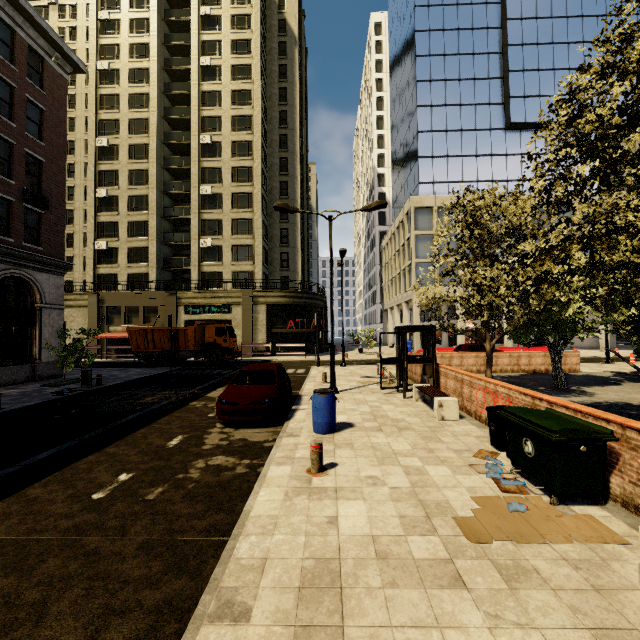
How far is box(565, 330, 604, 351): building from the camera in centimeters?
3376cm

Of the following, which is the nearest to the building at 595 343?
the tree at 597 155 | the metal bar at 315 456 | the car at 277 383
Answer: the tree at 597 155

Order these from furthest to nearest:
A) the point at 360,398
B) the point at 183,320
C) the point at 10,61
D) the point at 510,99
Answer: the point at 510,99 < the point at 183,320 < the point at 10,61 < the point at 360,398

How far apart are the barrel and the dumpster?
3.6 meters

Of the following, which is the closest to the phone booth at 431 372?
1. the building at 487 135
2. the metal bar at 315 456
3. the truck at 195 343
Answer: the metal bar at 315 456

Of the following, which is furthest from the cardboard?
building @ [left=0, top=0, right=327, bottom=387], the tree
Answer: building @ [left=0, top=0, right=327, bottom=387]

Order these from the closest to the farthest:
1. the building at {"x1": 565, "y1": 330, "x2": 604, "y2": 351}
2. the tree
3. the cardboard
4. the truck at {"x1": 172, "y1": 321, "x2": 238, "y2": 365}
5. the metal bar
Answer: the cardboard, the tree, the metal bar, the truck at {"x1": 172, "y1": 321, "x2": 238, "y2": 365}, the building at {"x1": 565, "y1": 330, "x2": 604, "y2": 351}

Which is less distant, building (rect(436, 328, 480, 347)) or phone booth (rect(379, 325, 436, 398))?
phone booth (rect(379, 325, 436, 398))
